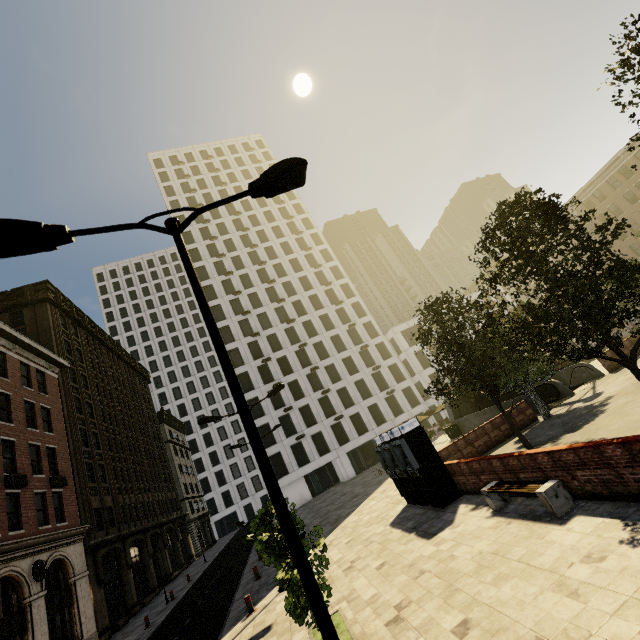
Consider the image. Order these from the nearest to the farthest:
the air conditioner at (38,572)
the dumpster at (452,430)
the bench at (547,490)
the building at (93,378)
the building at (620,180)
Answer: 1. the bench at (547,490)
2. the air conditioner at (38,572)
3. the building at (93,378)
4. the dumpster at (452,430)
5. the building at (620,180)

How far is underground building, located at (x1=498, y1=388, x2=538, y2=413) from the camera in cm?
2033

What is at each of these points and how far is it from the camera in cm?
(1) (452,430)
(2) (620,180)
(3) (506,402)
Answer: (1) dumpster, 2730
(2) building, 4397
(3) underground building, 2227

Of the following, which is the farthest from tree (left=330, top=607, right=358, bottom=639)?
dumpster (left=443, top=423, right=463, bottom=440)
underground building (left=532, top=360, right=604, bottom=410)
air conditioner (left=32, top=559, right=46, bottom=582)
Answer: air conditioner (left=32, top=559, right=46, bottom=582)

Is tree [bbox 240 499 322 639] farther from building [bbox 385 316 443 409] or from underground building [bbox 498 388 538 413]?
building [bbox 385 316 443 409]

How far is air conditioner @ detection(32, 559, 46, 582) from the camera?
16.55m

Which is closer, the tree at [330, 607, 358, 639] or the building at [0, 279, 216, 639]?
the tree at [330, 607, 358, 639]

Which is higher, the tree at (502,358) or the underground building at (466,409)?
the tree at (502,358)
